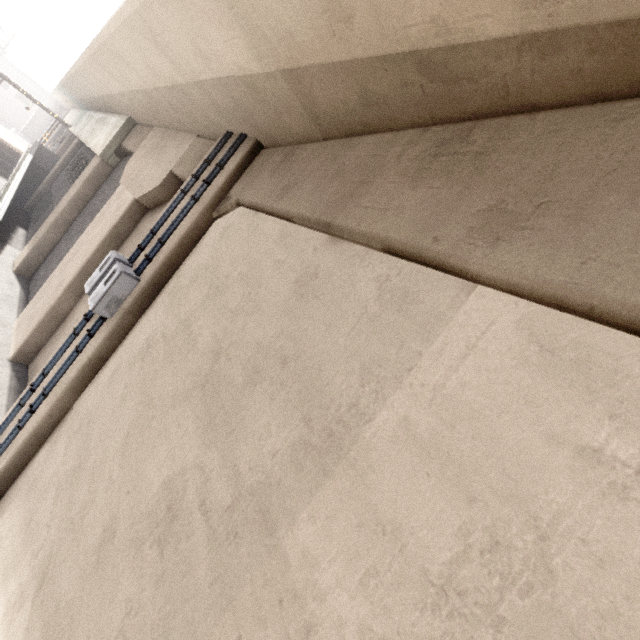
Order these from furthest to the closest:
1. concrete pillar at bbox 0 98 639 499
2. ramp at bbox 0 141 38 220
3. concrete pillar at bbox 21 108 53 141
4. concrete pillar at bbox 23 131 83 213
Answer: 1. concrete pillar at bbox 21 108 53 141
2. concrete pillar at bbox 23 131 83 213
3. ramp at bbox 0 141 38 220
4. concrete pillar at bbox 0 98 639 499

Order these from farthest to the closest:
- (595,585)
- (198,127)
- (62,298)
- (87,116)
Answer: (87,116), (62,298), (198,127), (595,585)

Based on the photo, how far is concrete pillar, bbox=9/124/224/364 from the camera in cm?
714

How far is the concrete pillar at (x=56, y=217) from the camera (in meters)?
11.60

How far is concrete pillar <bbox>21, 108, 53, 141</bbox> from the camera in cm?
5012

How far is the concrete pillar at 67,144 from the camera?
18.3m

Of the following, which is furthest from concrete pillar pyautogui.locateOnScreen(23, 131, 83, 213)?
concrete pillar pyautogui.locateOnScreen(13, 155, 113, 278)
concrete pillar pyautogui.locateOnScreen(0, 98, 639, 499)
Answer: concrete pillar pyautogui.locateOnScreen(0, 98, 639, 499)

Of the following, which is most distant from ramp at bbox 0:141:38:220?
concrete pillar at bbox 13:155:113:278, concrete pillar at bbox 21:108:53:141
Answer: concrete pillar at bbox 21:108:53:141
